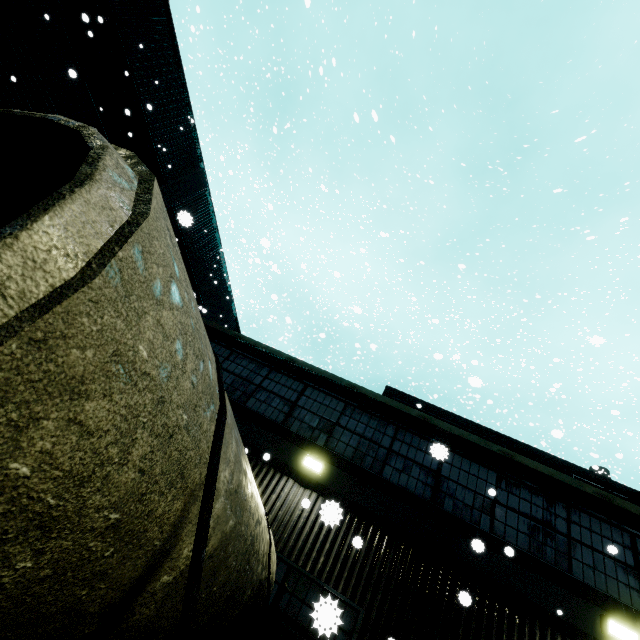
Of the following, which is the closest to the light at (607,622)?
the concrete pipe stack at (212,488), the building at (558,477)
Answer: the building at (558,477)

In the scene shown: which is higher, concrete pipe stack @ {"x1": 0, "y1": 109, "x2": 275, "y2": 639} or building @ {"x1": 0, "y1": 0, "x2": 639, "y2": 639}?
building @ {"x1": 0, "y1": 0, "x2": 639, "y2": 639}

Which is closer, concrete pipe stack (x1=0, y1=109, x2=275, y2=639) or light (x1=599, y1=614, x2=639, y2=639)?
concrete pipe stack (x1=0, y1=109, x2=275, y2=639)

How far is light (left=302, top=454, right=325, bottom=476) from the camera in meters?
7.2 m

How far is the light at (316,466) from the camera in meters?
7.2 m

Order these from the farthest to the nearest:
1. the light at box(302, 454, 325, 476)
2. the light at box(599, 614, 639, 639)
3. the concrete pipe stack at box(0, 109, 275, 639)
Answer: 1. the light at box(302, 454, 325, 476)
2. the light at box(599, 614, 639, 639)
3. the concrete pipe stack at box(0, 109, 275, 639)

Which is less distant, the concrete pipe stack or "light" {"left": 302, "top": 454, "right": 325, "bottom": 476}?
the concrete pipe stack

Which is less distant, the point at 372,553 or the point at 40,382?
the point at 40,382
